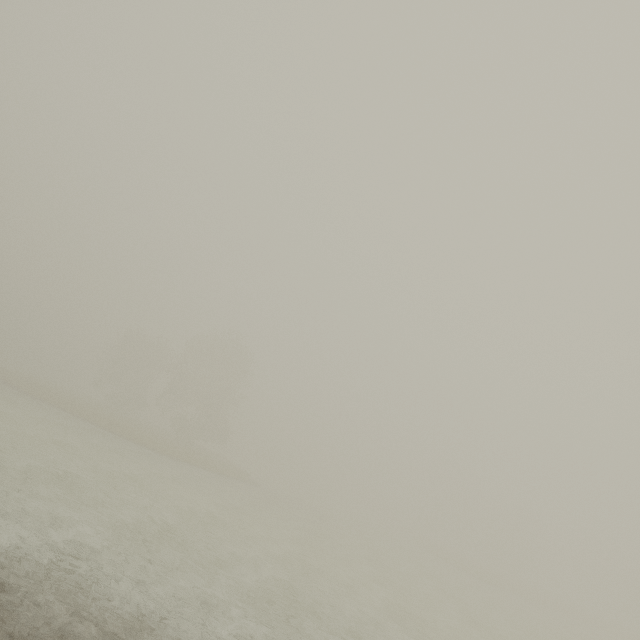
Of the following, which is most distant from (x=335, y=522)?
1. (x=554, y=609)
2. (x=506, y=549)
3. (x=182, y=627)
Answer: (x=506, y=549)
